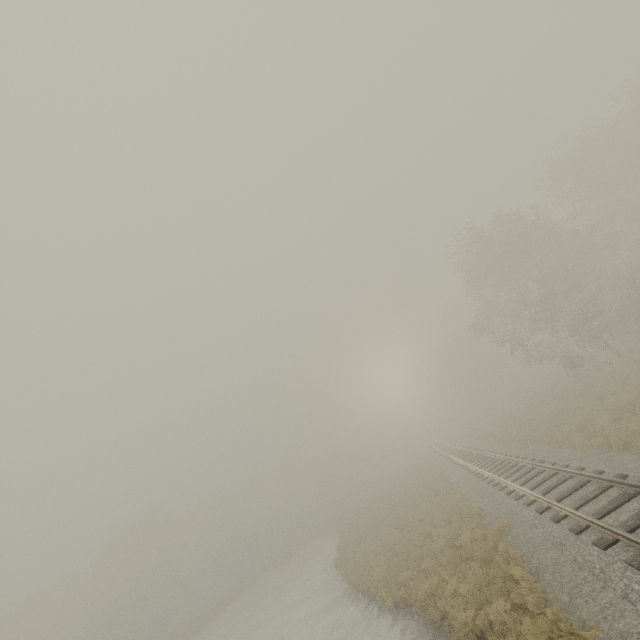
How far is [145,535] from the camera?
49.75m
